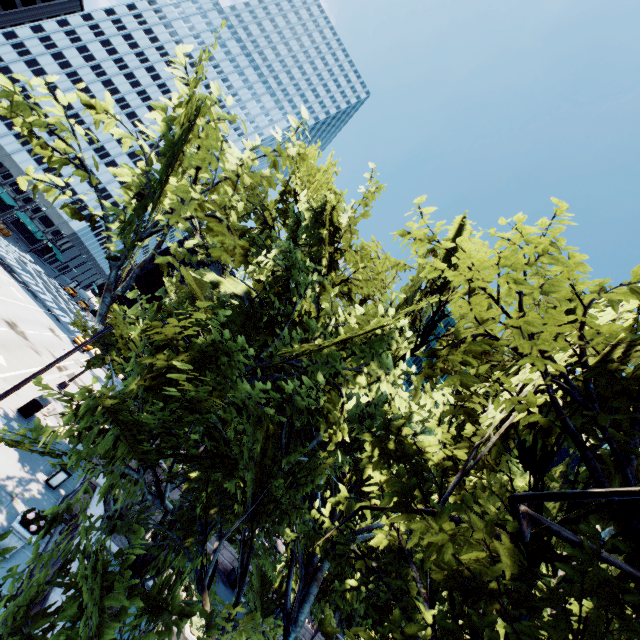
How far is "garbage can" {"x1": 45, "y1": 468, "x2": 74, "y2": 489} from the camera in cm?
1339

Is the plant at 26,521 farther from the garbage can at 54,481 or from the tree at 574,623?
the garbage can at 54,481

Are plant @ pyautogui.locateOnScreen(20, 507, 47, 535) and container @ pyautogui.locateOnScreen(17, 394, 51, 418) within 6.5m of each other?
no

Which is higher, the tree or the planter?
the tree

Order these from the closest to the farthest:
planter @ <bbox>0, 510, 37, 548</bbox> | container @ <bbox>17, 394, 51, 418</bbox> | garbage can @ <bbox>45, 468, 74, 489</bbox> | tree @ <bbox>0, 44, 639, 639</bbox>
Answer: tree @ <bbox>0, 44, 639, 639</bbox>
planter @ <bbox>0, 510, 37, 548</bbox>
garbage can @ <bbox>45, 468, 74, 489</bbox>
container @ <bbox>17, 394, 51, 418</bbox>

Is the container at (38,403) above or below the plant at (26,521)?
below

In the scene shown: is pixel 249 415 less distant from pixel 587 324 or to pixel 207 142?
pixel 207 142

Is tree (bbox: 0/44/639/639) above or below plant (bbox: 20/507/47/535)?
above
